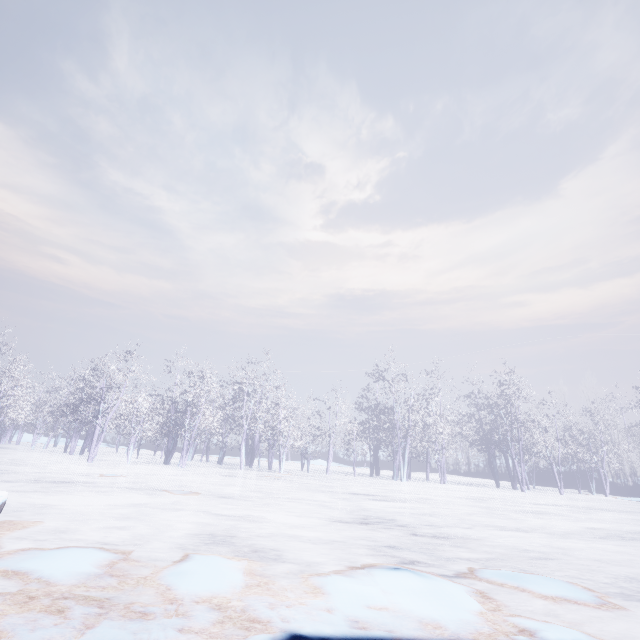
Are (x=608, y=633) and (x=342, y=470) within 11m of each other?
no
